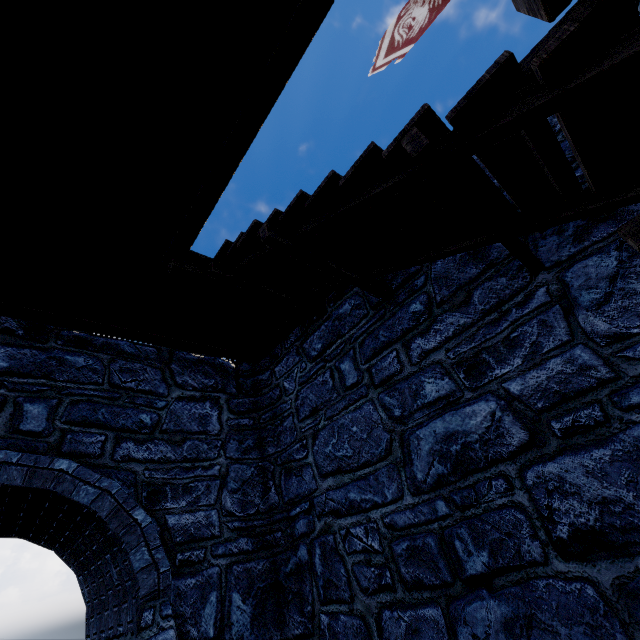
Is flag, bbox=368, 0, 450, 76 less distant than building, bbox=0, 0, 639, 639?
No

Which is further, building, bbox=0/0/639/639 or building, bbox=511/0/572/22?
building, bbox=0/0/639/639

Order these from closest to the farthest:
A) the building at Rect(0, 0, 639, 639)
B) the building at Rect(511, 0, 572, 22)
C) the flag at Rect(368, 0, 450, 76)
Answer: the building at Rect(511, 0, 572, 22)
the building at Rect(0, 0, 639, 639)
the flag at Rect(368, 0, 450, 76)

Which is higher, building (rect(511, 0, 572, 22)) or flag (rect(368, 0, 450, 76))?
flag (rect(368, 0, 450, 76))

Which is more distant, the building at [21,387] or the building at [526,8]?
the building at [21,387]

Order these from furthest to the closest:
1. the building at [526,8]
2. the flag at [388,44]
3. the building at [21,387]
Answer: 1. the flag at [388,44]
2. the building at [21,387]
3. the building at [526,8]

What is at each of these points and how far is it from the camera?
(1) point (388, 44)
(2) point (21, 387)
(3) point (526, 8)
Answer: (1) flag, 6.7m
(2) building, 3.5m
(3) building, 0.9m
